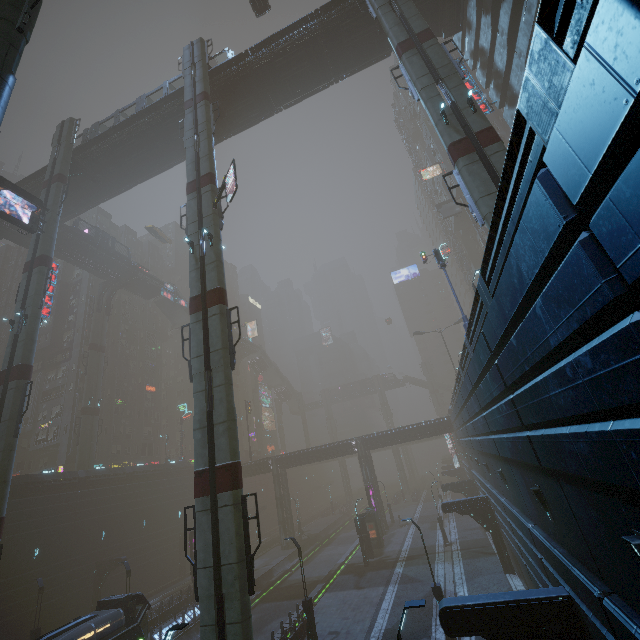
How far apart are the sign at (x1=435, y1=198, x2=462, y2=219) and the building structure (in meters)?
43.52

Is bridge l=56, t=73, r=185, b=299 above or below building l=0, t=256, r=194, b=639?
above

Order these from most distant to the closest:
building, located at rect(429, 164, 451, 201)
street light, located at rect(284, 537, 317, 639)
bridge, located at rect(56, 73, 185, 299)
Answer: building, located at rect(429, 164, 451, 201) < bridge, located at rect(56, 73, 185, 299) < street light, located at rect(284, 537, 317, 639)

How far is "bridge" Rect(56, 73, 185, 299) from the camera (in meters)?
30.27

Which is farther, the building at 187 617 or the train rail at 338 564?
the train rail at 338 564

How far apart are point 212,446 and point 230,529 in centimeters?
338cm

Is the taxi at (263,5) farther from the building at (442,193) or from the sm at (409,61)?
the sm at (409,61)

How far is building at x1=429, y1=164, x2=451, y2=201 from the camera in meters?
53.1
